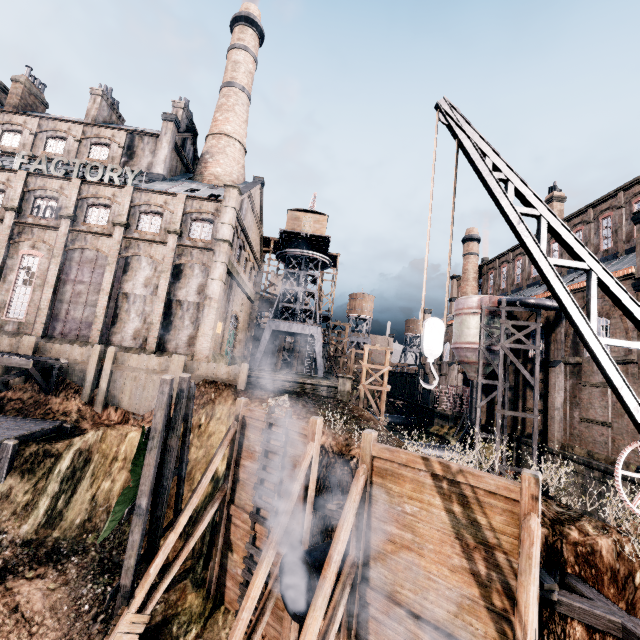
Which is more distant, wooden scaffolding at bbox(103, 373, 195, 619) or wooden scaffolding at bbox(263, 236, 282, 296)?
wooden scaffolding at bbox(263, 236, 282, 296)

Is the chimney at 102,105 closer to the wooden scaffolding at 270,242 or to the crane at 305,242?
the wooden scaffolding at 270,242

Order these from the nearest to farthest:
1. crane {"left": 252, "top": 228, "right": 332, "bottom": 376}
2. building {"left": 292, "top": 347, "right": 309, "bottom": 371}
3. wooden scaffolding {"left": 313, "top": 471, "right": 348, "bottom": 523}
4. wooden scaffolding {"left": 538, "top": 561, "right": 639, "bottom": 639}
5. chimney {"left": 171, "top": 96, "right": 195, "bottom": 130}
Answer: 1. wooden scaffolding {"left": 538, "top": 561, "right": 639, "bottom": 639}
2. wooden scaffolding {"left": 313, "top": 471, "right": 348, "bottom": 523}
3. chimney {"left": 171, "top": 96, "right": 195, "bottom": 130}
4. crane {"left": 252, "top": 228, "right": 332, "bottom": 376}
5. building {"left": 292, "top": 347, "right": 309, "bottom": 371}

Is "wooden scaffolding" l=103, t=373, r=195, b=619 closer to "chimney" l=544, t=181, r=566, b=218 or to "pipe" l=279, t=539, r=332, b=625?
"pipe" l=279, t=539, r=332, b=625

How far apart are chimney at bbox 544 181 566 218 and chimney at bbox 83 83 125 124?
52.7 meters

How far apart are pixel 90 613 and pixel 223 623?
5.43m

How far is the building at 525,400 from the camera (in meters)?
28.34

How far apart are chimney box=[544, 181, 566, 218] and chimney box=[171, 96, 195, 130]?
43.5 meters
